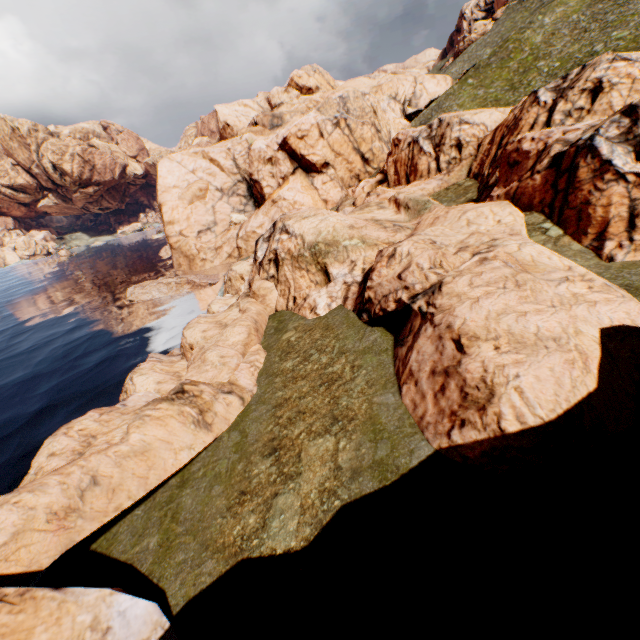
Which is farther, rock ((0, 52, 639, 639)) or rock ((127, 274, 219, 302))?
rock ((127, 274, 219, 302))

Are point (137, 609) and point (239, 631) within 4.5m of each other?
yes

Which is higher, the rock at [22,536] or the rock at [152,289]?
the rock at [22,536]

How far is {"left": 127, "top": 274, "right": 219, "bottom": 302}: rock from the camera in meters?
46.4 m

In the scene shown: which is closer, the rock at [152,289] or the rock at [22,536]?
the rock at [22,536]

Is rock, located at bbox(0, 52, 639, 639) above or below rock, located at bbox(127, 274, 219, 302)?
above
